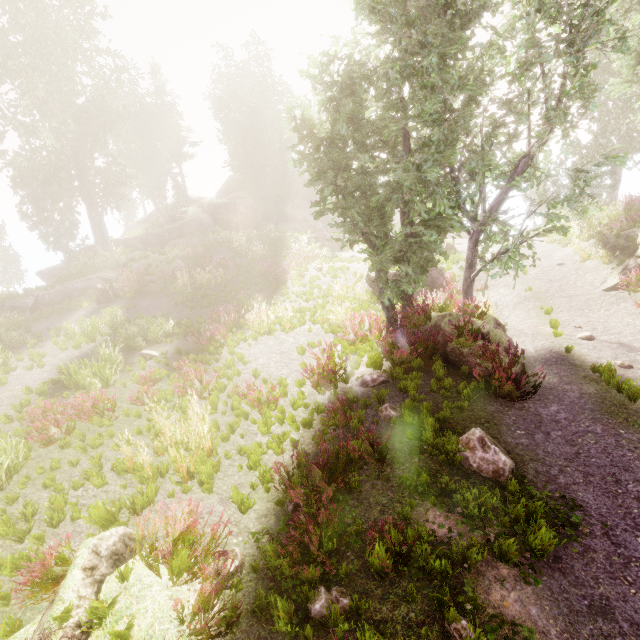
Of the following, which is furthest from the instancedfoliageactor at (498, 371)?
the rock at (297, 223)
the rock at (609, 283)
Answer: the rock at (609, 283)

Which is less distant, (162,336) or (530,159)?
(530,159)

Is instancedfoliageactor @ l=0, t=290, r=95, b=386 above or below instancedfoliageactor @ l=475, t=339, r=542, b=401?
above

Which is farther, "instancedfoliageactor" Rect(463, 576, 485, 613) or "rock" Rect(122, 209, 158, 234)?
"rock" Rect(122, 209, 158, 234)

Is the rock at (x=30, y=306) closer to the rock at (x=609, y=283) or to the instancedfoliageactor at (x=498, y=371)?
the instancedfoliageactor at (x=498, y=371)

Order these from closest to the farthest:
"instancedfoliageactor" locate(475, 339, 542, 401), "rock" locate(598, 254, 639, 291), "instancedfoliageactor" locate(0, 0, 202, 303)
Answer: "instancedfoliageactor" locate(475, 339, 542, 401), "rock" locate(598, 254, 639, 291), "instancedfoliageactor" locate(0, 0, 202, 303)

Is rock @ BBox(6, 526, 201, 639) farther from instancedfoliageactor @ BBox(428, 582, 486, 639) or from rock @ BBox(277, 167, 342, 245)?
rock @ BBox(277, 167, 342, 245)

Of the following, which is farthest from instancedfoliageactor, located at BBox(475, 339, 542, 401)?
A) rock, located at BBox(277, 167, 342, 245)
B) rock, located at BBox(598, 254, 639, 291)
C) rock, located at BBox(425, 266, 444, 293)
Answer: rock, located at BBox(598, 254, 639, 291)
